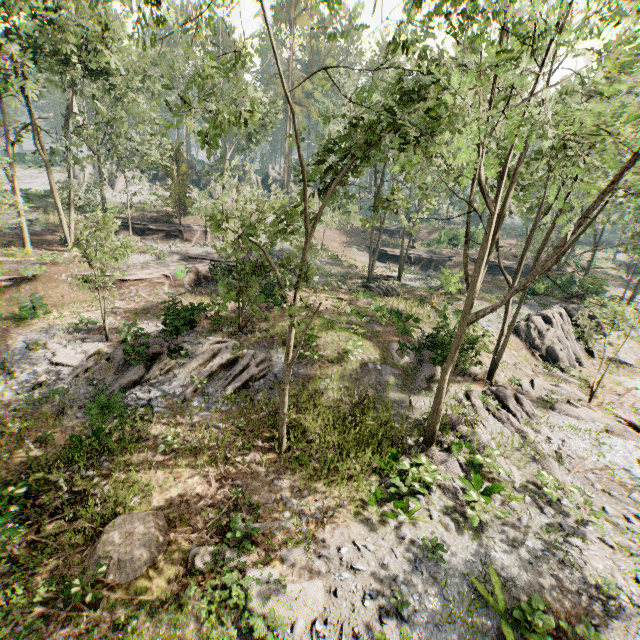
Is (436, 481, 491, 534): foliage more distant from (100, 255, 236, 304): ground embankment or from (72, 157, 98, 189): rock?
(100, 255, 236, 304): ground embankment

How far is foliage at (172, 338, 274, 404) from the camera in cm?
1576

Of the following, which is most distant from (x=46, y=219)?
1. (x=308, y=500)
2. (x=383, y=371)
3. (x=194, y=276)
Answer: (x=308, y=500)

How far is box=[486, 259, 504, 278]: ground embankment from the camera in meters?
41.3 m

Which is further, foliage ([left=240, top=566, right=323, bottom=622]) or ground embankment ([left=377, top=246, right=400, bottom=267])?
ground embankment ([left=377, top=246, right=400, bottom=267])

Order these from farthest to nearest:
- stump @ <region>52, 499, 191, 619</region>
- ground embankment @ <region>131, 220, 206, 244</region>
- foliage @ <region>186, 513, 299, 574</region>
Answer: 1. ground embankment @ <region>131, 220, 206, 244</region>
2. foliage @ <region>186, 513, 299, 574</region>
3. stump @ <region>52, 499, 191, 619</region>

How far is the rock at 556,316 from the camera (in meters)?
23.23

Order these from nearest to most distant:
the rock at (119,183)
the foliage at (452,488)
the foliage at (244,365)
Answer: the foliage at (452,488)
the foliage at (244,365)
the rock at (119,183)
